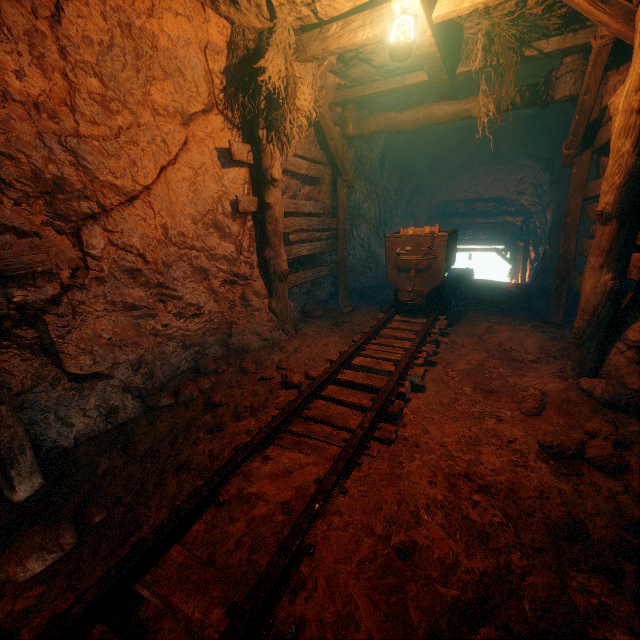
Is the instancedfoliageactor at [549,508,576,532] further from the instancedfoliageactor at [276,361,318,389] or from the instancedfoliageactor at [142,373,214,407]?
the instancedfoliageactor at [142,373,214,407]

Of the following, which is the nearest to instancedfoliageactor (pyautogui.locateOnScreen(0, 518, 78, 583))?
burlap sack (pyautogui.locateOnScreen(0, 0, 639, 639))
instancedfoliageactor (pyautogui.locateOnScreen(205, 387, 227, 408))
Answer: burlap sack (pyautogui.locateOnScreen(0, 0, 639, 639))

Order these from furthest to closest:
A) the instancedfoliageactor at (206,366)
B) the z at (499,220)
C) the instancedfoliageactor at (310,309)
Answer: the z at (499,220)
the instancedfoliageactor at (310,309)
the instancedfoliageactor at (206,366)

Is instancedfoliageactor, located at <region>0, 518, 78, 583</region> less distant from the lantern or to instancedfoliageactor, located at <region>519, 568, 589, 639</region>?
instancedfoliageactor, located at <region>519, 568, 589, 639</region>

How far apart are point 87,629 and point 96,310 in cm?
276

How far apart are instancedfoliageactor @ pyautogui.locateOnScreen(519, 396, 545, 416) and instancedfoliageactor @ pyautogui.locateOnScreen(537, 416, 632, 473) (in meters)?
0.35

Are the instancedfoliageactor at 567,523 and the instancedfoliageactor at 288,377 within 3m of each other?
yes

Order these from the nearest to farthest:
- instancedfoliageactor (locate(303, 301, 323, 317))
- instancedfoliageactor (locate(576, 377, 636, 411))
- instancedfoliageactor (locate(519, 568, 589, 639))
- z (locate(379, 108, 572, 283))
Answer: instancedfoliageactor (locate(519, 568, 589, 639))
instancedfoliageactor (locate(576, 377, 636, 411))
instancedfoliageactor (locate(303, 301, 323, 317))
z (locate(379, 108, 572, 283))
